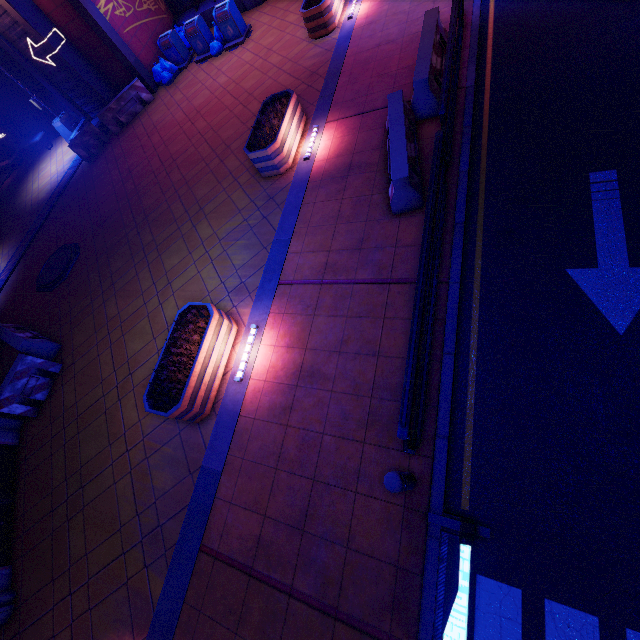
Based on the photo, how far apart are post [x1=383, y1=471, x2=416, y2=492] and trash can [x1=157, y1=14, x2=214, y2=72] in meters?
17.6

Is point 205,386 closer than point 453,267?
No

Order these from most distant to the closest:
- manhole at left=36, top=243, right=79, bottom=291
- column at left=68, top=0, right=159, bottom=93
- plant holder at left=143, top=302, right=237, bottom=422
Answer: column at left=68, top=0, right=159, bottom=93 → manhole at left=36, top=243, right=79, bottom=291 → plant holder at left=143, top=302, right=237, bottom=422

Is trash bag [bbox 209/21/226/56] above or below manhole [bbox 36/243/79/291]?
above

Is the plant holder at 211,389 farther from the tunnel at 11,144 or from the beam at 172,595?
the tunnel at 11,144

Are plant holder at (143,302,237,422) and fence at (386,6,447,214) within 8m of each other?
yes

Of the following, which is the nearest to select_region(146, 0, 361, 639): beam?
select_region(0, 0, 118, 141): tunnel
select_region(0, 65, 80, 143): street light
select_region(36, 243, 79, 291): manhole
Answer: select_region(36, 243, 79, 291): manhole

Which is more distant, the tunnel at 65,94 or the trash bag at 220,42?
the trash bag at 220,42
